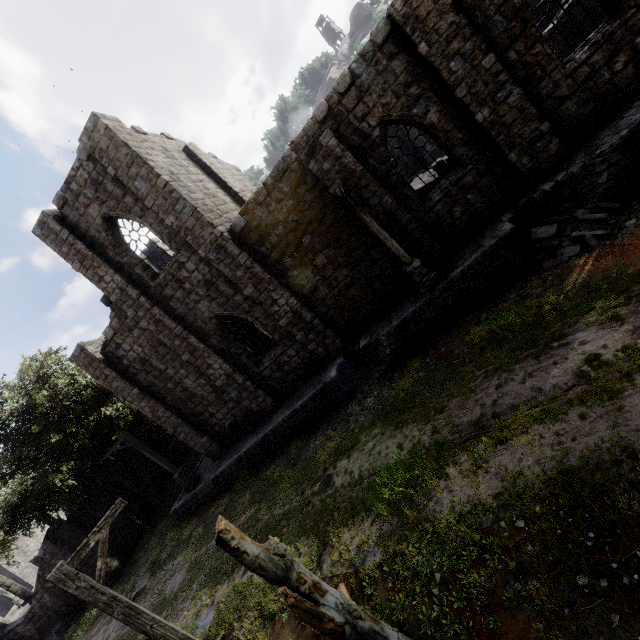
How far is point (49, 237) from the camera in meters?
13.5 m

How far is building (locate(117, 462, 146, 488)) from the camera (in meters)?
24.47

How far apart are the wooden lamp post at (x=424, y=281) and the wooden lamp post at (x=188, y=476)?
15.5m

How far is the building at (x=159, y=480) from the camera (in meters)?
26.20

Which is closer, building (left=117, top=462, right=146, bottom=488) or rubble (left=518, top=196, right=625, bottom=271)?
rubble (left=518, top=196, right=625, bottom=271)

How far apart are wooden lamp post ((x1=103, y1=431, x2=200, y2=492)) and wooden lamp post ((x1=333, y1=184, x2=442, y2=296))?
15.5 meters

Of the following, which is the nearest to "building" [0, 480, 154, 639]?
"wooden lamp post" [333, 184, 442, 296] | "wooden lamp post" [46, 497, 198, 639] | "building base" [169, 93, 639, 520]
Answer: "building base" [169, 93, 639, 520]
